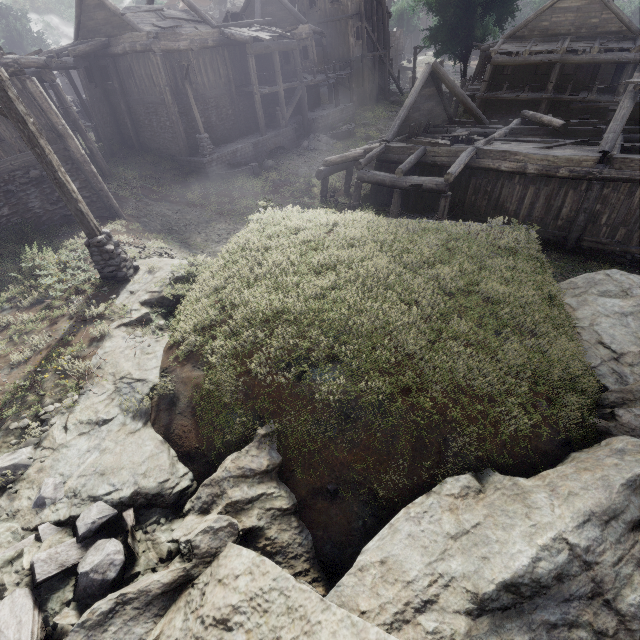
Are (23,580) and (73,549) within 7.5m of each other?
yes

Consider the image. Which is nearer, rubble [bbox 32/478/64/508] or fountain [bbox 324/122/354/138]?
rubble [bbox 32/478/64/508]

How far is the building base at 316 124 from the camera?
25.7m

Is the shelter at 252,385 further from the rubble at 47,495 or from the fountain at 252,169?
the fountain at 252,169

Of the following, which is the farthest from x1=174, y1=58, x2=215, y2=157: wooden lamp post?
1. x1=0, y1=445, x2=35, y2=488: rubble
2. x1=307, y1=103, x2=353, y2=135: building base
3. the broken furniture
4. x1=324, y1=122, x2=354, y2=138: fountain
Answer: x1=0, y1=445, x2=35, y2=488: rubble

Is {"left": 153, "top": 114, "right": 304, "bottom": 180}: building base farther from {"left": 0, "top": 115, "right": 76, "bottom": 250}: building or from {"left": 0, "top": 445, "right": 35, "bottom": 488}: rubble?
{"left": 0, "top": 445, "right": 35, "bottom": 488}: rubble

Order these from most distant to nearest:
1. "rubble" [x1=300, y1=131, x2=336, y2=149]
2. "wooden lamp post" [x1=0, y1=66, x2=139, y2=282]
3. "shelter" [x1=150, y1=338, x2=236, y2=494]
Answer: "rubble" [x1=300, y1=131, x2=336, y2=149]
"wooden lamp post" [x1=0, y1=66, x2=139, y2=282]
"shelter" [x1=150, y1=338, x2=236, y2=494]

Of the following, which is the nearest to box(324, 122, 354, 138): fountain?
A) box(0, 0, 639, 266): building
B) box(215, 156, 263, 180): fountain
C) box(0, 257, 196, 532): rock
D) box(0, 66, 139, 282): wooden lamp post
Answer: box(0, 0, 639, 266): building
